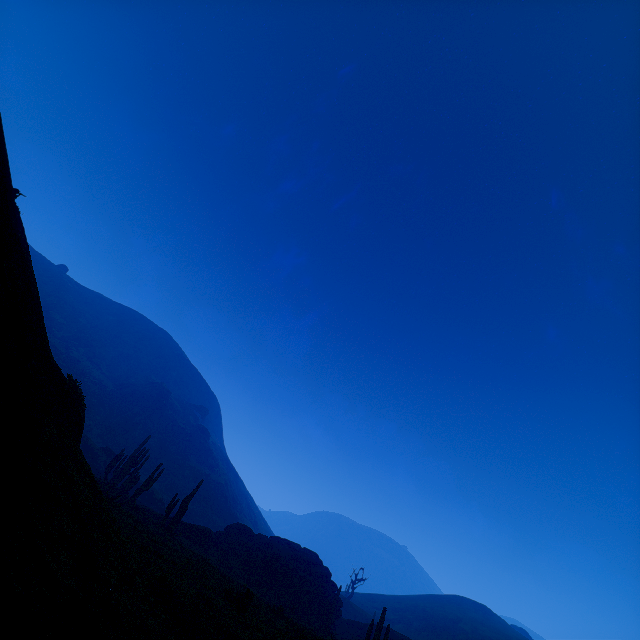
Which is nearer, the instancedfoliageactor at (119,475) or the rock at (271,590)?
the rock at (271,590)

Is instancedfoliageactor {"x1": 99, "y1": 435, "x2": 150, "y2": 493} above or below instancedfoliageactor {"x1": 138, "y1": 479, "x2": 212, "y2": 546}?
above

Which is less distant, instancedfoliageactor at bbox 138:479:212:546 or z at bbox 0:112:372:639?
z at bbox 0:112:372:639

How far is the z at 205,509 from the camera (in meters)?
54.63

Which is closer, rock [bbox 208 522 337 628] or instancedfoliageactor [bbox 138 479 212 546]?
instancedfoliageactor [bbox 138 479 212 546]

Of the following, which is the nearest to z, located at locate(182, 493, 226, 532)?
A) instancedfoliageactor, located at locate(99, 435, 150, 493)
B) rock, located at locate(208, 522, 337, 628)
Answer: rock, located at locate(208, 522, 337, 628)

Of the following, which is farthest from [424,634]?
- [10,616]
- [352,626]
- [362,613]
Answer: [10,616]

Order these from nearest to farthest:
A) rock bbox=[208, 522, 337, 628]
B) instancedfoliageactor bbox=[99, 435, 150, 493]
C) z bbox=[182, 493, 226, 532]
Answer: rock bbox=[208, 522, 337, 628]
instancedfoliageactor bbox=[99, 435, 150, 493]
z bbox=[182, 493, 226, 532]
